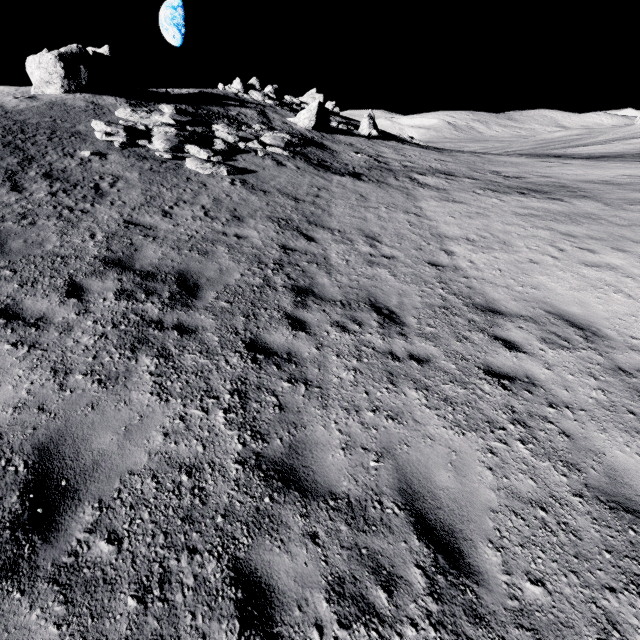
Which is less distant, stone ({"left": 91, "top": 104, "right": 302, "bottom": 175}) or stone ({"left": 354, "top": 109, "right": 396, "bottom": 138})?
stone ({"left": 91, "top": 104, "right": 302, "bottom": 175})

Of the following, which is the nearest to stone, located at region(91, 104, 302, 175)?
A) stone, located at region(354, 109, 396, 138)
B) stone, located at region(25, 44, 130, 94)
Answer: stone, located at region(25, 44, 130, 94)

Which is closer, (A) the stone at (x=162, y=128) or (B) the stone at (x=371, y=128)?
(A) the stone at (x=162, y=128)

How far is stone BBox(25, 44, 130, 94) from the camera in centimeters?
1642cm

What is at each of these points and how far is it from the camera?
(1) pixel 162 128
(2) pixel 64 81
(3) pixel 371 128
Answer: (1) stone, 14.9m
(2) stone, 16.7m
(3) stone, 31.5m

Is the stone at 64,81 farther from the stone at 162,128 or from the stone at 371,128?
the stone at 371,128

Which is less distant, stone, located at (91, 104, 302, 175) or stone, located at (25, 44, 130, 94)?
stone, located at (91, 104, 302, 175)
